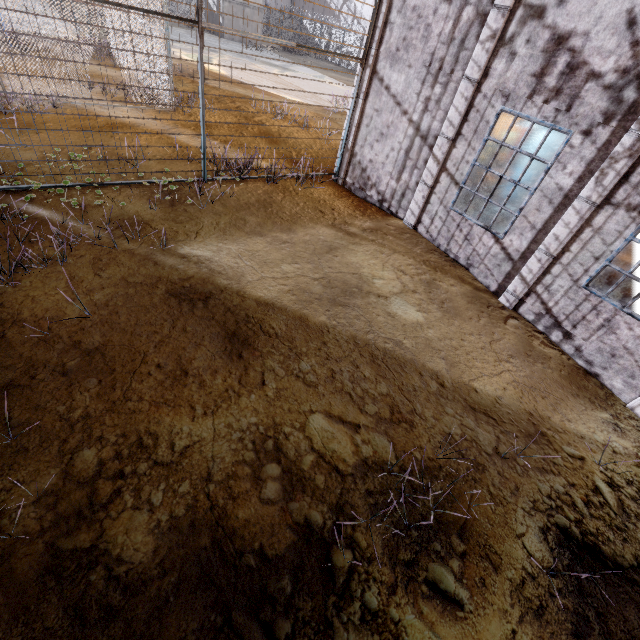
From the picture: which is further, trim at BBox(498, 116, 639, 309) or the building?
the building

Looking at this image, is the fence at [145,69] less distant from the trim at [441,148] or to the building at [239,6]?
the trim at [441,148]

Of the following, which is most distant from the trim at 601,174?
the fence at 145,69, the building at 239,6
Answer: the building at 239,6

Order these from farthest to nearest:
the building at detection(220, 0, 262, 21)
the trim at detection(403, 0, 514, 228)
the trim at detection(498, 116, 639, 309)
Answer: the building at detection(220, 0, 262, 21), the trim at detection(403, 0, 514, 228), the trim at detection(498, 116, 639, 309)

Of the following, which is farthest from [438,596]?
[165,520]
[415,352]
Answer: [415,352]

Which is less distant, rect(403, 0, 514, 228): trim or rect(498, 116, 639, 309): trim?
rect(498, 116, 639, 309): trim

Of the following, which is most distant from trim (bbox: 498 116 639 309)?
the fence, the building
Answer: the building
